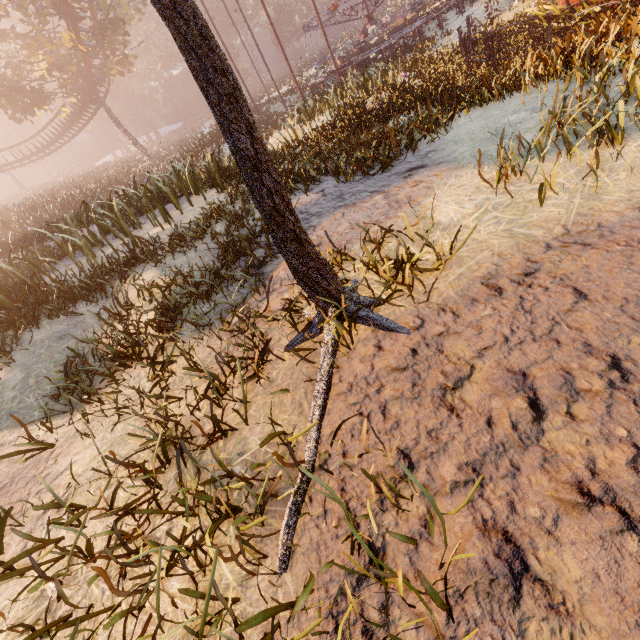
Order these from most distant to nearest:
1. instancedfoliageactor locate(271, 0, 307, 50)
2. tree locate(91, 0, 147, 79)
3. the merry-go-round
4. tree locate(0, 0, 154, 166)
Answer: instancedfoliageactor locate(271, 0, 307, 50), tree locate(91, 0, 147, 79), tree locate(0, 0, 154, 166), the merry-go-round

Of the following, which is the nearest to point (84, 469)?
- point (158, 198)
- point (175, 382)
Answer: point (175, 382)

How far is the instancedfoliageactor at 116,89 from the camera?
56.71m

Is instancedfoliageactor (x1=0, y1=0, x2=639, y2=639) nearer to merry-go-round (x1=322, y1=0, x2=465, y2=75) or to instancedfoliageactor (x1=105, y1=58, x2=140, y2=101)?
merry-go-round (x1=322, y1=0, x2=465, y2=75)

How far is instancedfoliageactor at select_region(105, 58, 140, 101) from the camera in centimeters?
5671cm

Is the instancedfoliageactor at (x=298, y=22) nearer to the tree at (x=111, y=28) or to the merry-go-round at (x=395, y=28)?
the merry-go-round at (x=395, y=28)

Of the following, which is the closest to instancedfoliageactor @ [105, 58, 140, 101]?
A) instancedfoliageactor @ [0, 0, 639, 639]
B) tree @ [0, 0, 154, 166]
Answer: tree @ [0, 0, 154, 166]

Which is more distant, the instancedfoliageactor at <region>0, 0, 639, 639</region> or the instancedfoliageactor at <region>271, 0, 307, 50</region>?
the instancedfoliageactor at <region>271, 0, 307, 50</region>
